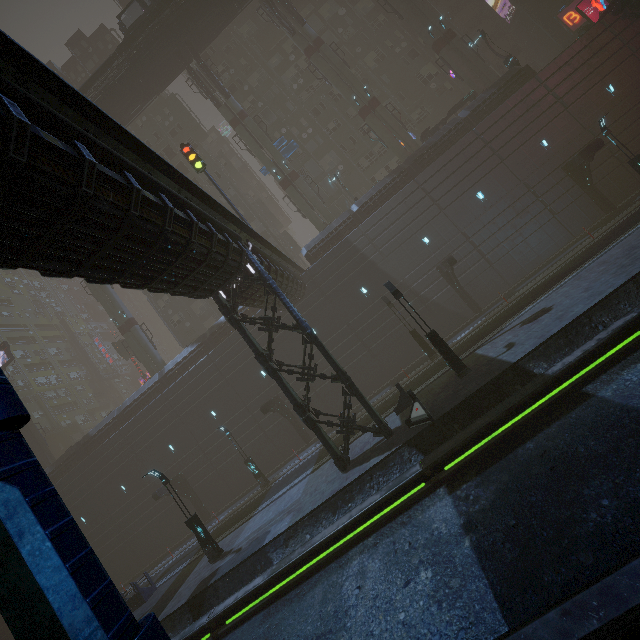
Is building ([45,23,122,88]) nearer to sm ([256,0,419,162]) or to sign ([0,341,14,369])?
sign ([0,341,14,369])

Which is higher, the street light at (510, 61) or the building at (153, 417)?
the street light at (510, 61)

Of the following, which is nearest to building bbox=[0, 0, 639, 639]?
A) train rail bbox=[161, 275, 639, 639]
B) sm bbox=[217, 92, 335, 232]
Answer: train rail bbox=[161, 275, 639, 639]

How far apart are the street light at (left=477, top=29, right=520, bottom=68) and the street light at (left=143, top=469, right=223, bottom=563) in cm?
4040

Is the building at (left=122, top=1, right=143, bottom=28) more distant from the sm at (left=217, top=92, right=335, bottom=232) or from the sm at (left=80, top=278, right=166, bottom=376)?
the sm at (left=217, top=92, right=335, bottom=232)

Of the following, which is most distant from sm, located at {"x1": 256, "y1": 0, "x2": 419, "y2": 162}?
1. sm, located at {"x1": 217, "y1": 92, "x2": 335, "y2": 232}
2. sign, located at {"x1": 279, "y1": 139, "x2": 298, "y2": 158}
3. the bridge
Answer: sm, located at {"x1": 217, "y1": 92, "x2": 335, "y2": 232}

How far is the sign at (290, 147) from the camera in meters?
34.7 m

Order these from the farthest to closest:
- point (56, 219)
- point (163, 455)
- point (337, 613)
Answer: point (163, 455), point (337, 613), point (56, 219)
